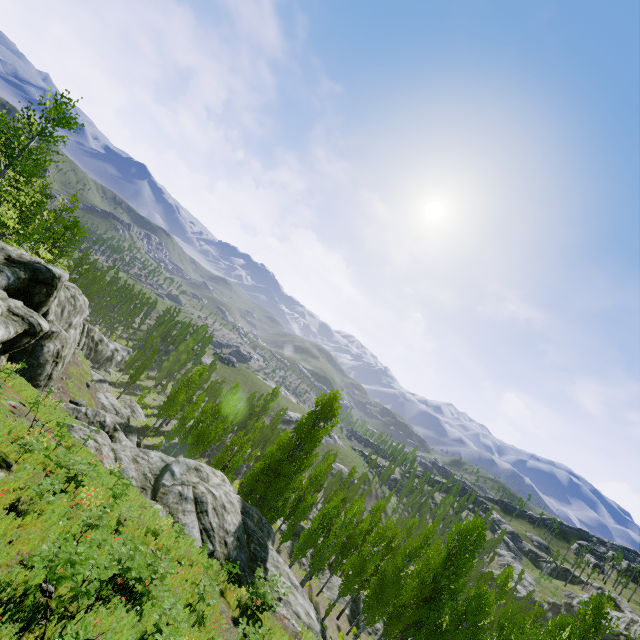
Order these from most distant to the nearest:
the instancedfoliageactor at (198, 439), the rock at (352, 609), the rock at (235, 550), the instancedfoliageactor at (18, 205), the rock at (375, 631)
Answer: the instancedfoliageactor at (198, 439)
the rock at (352, 609)
the rock at (375, 631)
the instancedfoliageactor at (18, 205)
the rock at (235, 550)

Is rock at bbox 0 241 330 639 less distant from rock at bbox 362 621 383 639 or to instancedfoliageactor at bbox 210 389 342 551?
instancedfoliageactor at bbox 210 389 342 551

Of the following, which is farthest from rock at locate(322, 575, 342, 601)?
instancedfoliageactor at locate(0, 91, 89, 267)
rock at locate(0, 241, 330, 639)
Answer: rock at locate(0, 241, 330, 639)

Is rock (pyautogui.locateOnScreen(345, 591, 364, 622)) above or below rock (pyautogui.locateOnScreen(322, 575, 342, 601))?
above

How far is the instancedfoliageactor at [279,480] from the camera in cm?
2975

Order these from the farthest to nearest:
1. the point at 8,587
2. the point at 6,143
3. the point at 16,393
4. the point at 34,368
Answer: the point at 6,143, the point at 34,368, the point at 16,393, the point at 8,587

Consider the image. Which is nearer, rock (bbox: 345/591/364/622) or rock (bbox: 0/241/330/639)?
rock (bbox: 0/241/330/639)
